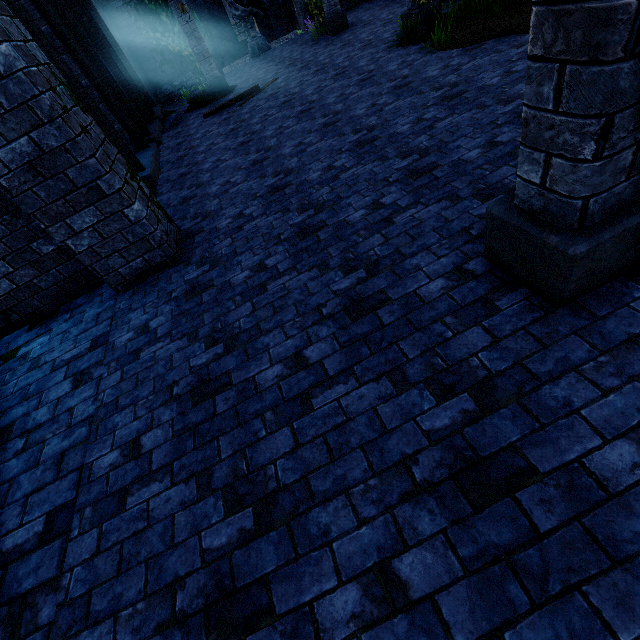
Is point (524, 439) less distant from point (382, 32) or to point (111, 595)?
point (111, 595)

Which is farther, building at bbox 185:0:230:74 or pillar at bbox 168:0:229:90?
building at bbox 185:0:230:74

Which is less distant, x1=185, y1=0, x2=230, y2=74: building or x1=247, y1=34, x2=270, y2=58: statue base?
x1=185, y1=0, x2=230, y2=74: building

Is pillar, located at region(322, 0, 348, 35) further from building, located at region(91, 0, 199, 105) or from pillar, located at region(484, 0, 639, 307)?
pillar, located at region(484, 0, 639, 307)

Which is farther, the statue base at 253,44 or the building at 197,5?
the statue base at 253,44

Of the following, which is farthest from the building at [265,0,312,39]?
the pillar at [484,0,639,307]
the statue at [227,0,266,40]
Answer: the statue at [227,0,266,40]

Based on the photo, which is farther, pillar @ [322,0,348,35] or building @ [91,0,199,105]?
building @ [91,0,199,105]

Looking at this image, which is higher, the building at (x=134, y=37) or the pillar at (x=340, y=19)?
the building at (x=134, y=37)
